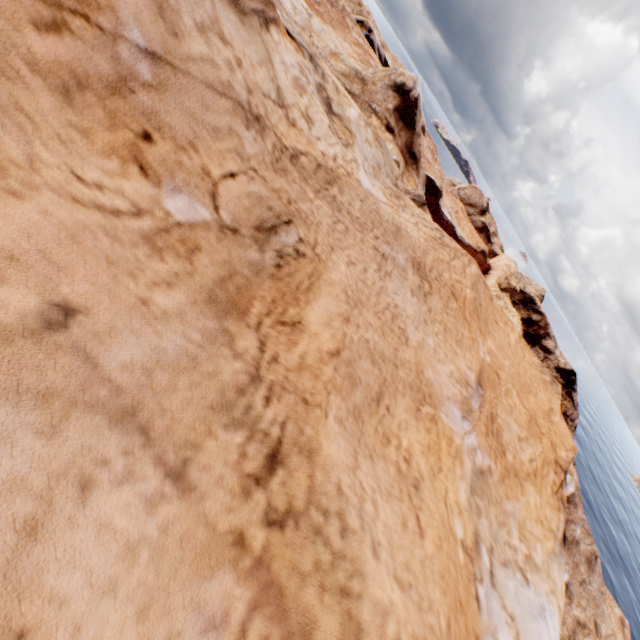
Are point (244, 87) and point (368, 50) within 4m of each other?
no
